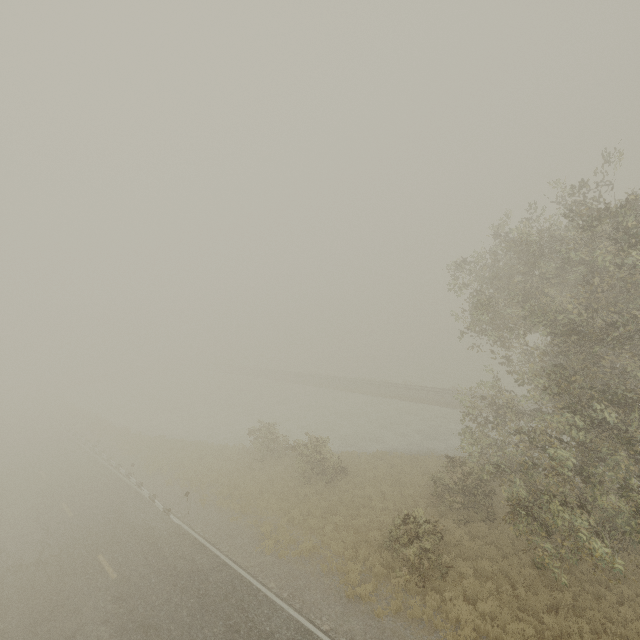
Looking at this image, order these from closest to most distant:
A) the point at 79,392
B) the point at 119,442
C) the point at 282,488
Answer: the point at 282,488
the point at 119,442
the point at 79,392
